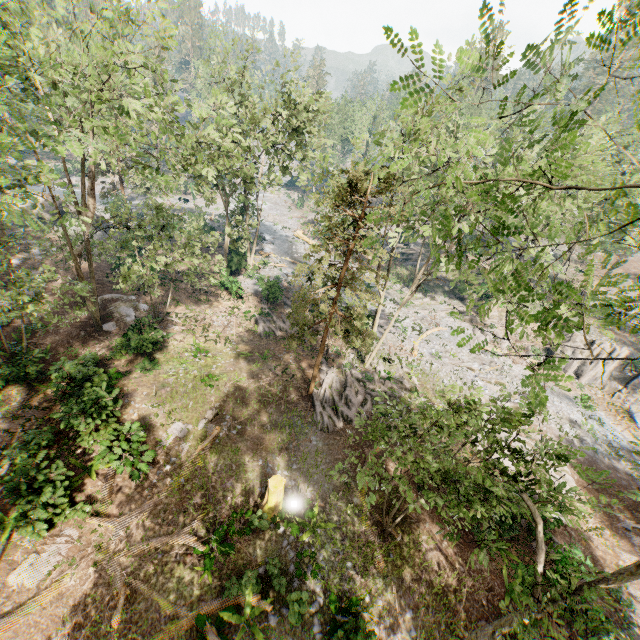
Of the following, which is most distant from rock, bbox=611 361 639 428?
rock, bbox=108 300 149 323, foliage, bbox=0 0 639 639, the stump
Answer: rock, bbox=108 300 149 323

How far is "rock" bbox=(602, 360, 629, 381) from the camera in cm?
2981

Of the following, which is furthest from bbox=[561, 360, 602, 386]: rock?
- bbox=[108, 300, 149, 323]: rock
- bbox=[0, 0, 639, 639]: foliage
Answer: bbox=[108, 300, 149, 323]: rock

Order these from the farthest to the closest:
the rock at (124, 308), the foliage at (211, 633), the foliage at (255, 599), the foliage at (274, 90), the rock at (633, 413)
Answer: the rock at (633, 413) < the rock at (124, 308) < the foliage at (255, 599) < the foliage at (211, 633) < the foliage at (274, 90)

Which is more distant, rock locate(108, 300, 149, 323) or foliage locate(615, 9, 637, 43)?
rock locate(108, 300, 149, 323)

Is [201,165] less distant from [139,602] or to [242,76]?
[242,76]

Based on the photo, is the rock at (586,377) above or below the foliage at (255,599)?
below

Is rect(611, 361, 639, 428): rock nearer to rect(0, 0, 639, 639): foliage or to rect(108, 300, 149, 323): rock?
rect(0, 0, 639, 639): foliage
